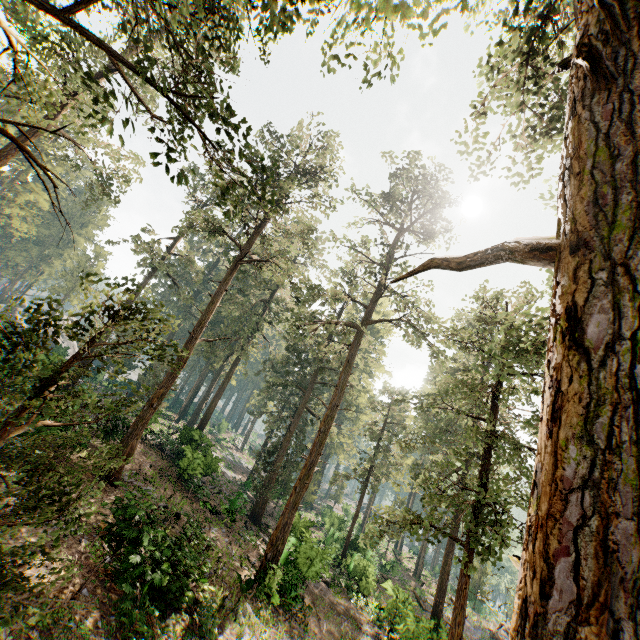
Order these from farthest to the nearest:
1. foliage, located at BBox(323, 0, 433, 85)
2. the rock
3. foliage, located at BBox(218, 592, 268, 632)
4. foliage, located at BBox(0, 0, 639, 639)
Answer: the rock, foliage, located at BBox(218, 592, 268, 632), foliage, located at BBox(323, 0, 433, 85), foliage, located at BBox(0, 0, 639, 639)

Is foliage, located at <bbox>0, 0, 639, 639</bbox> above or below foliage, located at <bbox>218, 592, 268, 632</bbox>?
above

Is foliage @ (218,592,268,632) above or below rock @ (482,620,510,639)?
above

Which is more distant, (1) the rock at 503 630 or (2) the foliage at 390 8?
(1) the rock at 503 630

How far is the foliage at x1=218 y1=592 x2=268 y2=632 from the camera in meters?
13.4

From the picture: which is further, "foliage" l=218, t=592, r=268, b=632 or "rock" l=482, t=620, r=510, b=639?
"rock" l=482, t=620, r=510, b=639

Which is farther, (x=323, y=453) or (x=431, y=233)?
(x=323, y=453)
